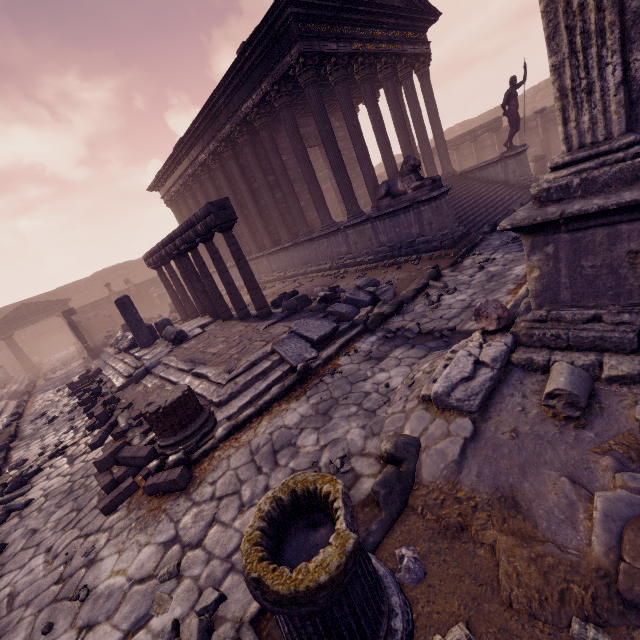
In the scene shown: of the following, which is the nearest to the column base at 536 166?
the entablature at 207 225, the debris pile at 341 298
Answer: the debris pile at 341 298

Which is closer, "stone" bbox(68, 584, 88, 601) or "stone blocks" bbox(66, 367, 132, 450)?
"stone" bbox(68, 584, 88, 601)

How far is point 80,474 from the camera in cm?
529

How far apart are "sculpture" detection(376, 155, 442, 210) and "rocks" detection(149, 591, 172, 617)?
9.1 meters

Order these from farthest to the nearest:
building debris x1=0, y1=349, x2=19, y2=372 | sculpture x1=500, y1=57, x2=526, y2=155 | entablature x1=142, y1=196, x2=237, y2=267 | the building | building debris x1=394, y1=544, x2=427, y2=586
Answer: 1. building debris x1=0, y1=349, x2=19, y2=372
2. sculpture x1=500, y1=57, x2=526, y2=155
3. the building
4. entablature x1=142, y1=196, x2=237, y2=267
5. building debris x1=394, y1=544, x2=427, y2=586

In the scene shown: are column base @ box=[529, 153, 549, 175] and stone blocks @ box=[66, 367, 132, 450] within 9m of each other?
no

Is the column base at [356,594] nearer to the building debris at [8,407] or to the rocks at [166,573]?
the rocks at [166,573]

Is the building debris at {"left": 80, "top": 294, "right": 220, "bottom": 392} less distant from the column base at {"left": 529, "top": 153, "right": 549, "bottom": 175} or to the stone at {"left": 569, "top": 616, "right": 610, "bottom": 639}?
the stone at {"left": 569, "top": 616, "right": 610, "bottom": 639}
